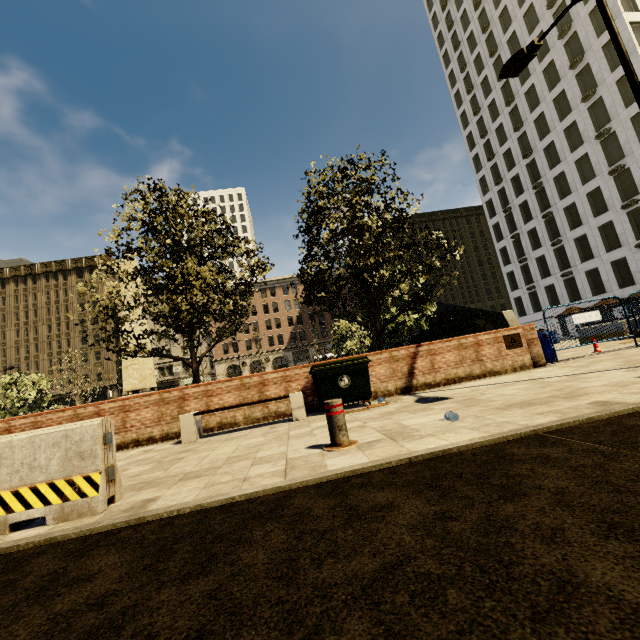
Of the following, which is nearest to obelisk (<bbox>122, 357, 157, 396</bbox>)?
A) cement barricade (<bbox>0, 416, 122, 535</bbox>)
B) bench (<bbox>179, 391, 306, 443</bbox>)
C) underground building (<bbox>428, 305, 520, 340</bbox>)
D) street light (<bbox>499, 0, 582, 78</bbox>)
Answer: bench (<bbox>179, 391, 306, 443</bbox>)

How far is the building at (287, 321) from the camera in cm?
5616

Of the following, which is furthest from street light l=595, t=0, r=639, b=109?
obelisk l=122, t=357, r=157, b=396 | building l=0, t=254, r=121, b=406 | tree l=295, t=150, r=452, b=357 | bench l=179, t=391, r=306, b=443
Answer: obelisk l=122, t=357, r=157, b=396

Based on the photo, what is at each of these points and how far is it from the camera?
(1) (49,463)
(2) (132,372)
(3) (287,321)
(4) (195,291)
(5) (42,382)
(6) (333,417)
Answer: (1) cement barricade, 3.08m
(2) obelisk, 20.88m
(3) building, 58.19m
(4) tree, 8.75m
(5) tree, 27.86m
(6) metal bar, 3.88m

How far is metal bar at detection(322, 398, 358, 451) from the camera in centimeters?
381cm

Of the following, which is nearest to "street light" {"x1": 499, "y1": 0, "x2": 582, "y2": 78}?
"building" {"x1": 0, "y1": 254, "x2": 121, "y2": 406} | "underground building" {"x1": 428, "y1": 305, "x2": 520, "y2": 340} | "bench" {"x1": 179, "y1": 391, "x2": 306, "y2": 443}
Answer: "bench" {"x1": 179, "y1": 391, "x2": 306, "y2": 443}

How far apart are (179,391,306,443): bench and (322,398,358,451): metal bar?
3.10m

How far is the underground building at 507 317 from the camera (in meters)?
24.98
